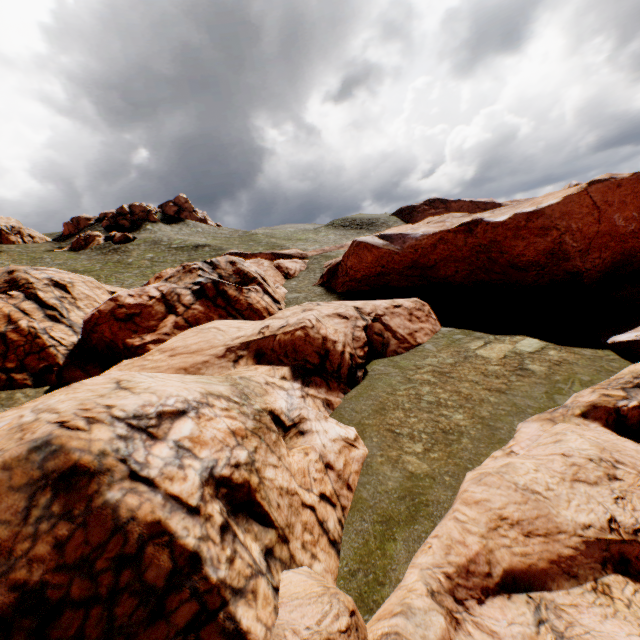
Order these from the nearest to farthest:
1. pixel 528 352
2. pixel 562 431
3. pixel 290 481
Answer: pixel 290 481 → pixel 562 431 → pixel 528 352
